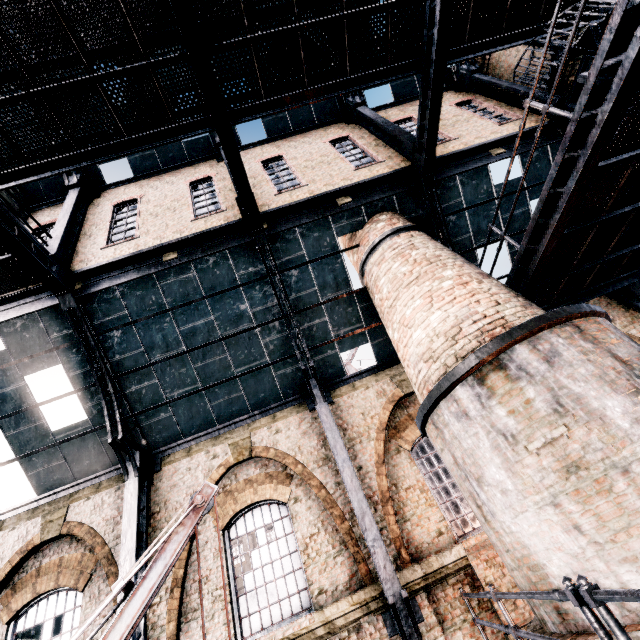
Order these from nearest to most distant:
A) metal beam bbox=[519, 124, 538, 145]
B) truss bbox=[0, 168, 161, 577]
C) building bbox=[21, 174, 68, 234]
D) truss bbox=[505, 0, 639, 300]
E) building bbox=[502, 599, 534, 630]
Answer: truss bbox=[505, 0, 639, 300]
building bbox=[502, 599, 534, 630]
truss bbox=[0, 168, 161, 577]
metal beam bbox=[519, 124, 538, 145]
building bbox=[21, 174, 68, 234]

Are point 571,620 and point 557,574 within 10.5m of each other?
yes

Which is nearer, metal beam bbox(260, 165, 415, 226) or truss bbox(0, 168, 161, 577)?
truss bbox(0, 168, 161, 577)

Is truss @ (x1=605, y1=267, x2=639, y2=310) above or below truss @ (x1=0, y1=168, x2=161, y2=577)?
above

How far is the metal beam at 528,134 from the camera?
11.7 meters

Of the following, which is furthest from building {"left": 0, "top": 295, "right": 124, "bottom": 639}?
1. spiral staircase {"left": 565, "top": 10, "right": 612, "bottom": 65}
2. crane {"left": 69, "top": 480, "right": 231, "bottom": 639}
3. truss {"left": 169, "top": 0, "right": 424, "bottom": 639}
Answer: crane {"left": 69, "top": 480, "right": 231, "bottom": 639}

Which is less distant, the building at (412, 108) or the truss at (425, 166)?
the truss at (425, 166)

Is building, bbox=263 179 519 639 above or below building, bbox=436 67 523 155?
below
